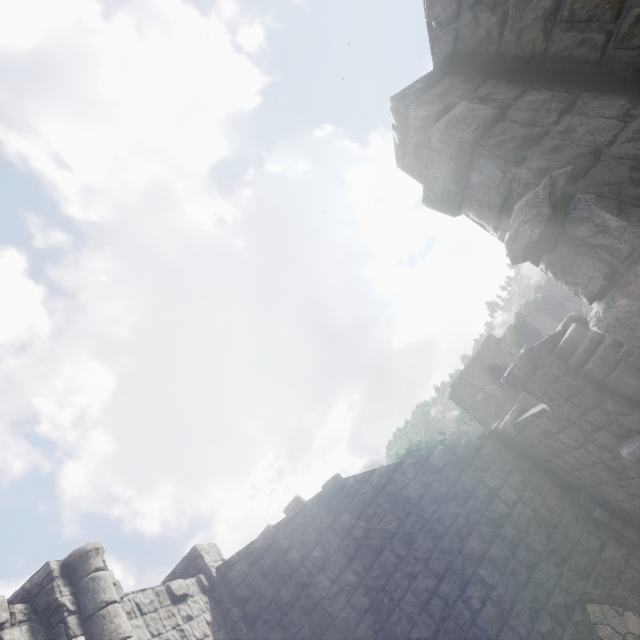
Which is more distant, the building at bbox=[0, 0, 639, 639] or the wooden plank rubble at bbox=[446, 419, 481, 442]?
the wooden plank rubble at bbox=[446, 419, 481, 442]

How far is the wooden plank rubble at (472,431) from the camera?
51.0m

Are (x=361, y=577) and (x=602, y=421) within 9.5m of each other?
yes

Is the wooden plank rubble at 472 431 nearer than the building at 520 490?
No

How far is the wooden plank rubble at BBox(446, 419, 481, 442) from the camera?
50.99m
